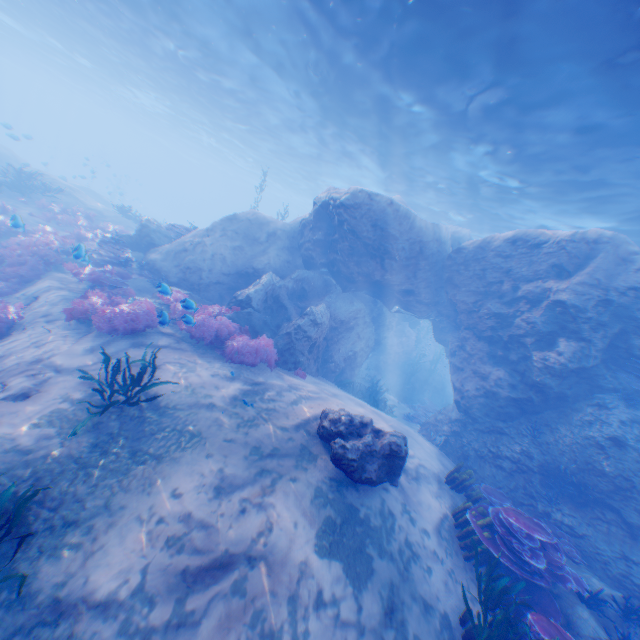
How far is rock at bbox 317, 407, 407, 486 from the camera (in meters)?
6.07

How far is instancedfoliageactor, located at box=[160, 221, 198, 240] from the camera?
15.4 meters

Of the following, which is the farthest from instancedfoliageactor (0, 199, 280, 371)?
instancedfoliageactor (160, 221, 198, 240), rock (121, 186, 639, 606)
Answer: instancedfoliageactor (160, 221, 198, 240)

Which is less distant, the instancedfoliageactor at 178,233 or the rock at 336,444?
the rock at 336,444

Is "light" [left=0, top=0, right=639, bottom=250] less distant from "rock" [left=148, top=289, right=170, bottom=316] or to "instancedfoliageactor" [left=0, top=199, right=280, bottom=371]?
"rock" [left=148, top=289, right=170, bottom=316]

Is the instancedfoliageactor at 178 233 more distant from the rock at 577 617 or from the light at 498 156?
the light at 498 156

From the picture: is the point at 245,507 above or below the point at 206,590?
above
